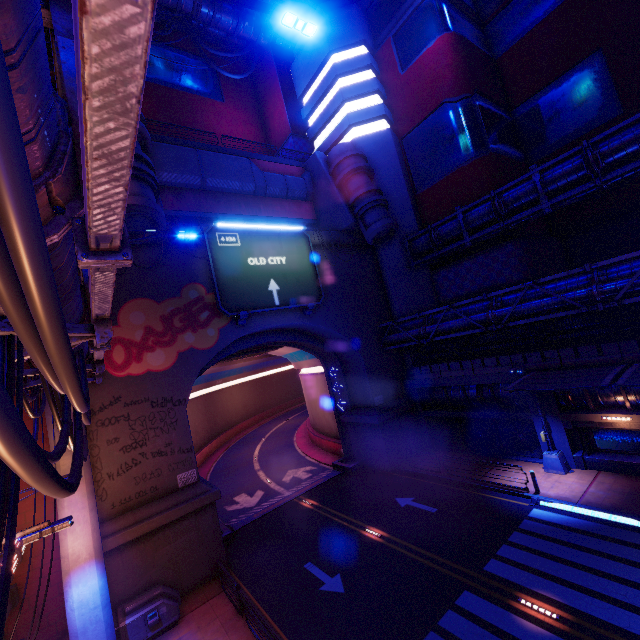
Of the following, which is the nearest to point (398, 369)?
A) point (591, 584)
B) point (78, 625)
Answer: point (591, 584)

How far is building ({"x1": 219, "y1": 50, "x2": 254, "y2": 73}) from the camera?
36.9m

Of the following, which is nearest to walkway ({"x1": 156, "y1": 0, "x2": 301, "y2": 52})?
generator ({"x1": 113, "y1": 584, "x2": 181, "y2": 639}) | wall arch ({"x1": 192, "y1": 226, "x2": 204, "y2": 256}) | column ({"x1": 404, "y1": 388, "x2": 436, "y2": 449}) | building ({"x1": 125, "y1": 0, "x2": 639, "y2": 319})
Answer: building ({"x1": 125, "y1": 0, "x2": 639, "y2": 319})

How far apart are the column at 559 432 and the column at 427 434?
7.9m

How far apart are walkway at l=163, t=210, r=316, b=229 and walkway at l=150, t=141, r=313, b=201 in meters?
1.5 m

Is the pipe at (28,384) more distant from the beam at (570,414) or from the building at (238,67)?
the beam at (570,414)

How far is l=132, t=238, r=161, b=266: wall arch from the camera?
17.4m

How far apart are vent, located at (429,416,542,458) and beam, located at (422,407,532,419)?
0.4 meters
